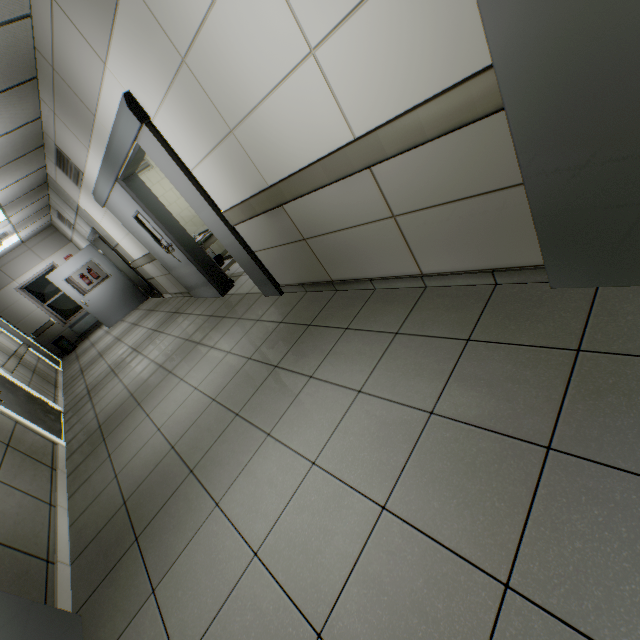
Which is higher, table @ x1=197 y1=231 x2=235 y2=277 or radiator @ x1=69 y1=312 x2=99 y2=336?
table @ x1=197 y1=231 x2=235 y2=277

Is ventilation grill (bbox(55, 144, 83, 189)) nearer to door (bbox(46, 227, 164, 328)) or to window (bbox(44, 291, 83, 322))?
door (bbox(46, 227, 164, 328))

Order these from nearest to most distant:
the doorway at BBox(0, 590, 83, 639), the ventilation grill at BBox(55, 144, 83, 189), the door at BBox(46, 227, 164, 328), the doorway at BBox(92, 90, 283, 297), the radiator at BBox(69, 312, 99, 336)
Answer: the doorway at BBox(0, 590, 83, 639), the doorway at BBox(92, 90, 283, 297), the ventilation grill at BBox(55, 144, 83, 189), the door at BBox(46, 227, 164, 328), the radiator at BBox(69, 312, 99, 336)

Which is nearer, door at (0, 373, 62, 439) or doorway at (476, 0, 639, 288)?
doorway at (476, 0, 639, 288)

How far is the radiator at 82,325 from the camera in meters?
11.0 m

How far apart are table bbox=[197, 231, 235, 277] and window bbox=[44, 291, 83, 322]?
7.9m

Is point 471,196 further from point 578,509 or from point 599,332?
point 578,509

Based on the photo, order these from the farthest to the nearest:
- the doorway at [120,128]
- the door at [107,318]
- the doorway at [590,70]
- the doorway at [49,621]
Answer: the door at [107,318], the doorway at [120,128], the doorway at [49,621], the doorway at [590,70]
